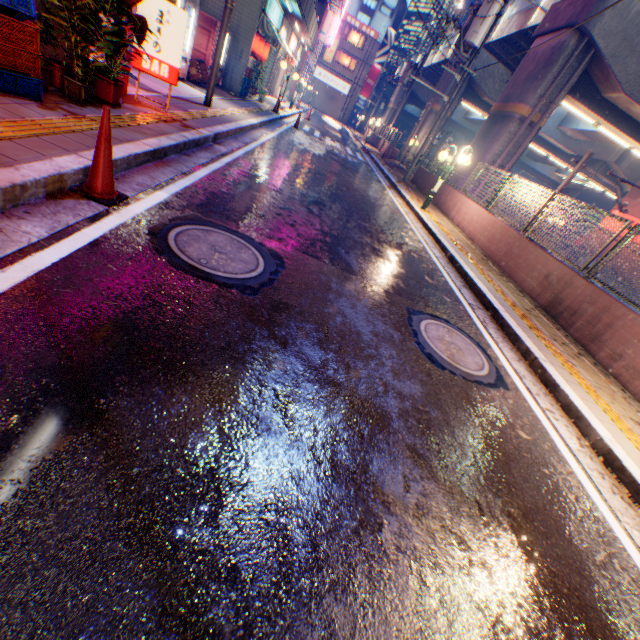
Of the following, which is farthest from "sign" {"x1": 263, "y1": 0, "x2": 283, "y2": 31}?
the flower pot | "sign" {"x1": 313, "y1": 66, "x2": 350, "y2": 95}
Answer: "sign" {"x1": 313, "y1": 66, "x2": 350, "y2": 95}

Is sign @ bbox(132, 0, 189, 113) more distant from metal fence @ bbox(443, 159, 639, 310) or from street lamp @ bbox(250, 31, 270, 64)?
street lamp @ bbox(250, 31, 270, 64)

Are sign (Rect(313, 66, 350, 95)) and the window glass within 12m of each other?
yes

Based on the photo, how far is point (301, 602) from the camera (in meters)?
1.45

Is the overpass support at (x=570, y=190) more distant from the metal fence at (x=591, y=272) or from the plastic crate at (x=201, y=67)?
the plastic crate at (x=201, y=67)

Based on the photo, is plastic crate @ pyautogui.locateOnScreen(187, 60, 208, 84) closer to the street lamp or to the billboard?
the street lamp

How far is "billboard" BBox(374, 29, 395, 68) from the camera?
49.5m

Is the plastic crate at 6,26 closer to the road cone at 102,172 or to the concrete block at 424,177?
the road cone at 102,172
